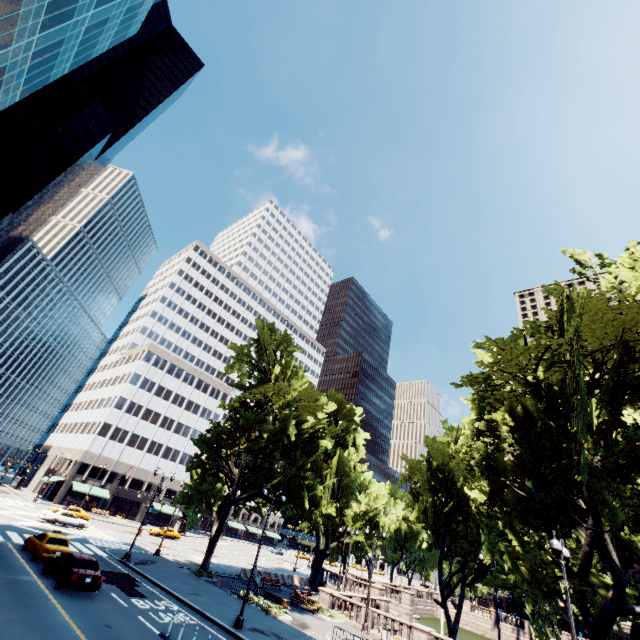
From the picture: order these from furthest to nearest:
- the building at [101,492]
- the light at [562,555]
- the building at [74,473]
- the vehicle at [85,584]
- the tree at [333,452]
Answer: the building at [101,492]
the building at [74,473]
the tree at [333,452]
the vehicle at [85,584]
the light at [562,555]

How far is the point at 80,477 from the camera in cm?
5894

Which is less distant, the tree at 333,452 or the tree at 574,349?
the tree at 574,349

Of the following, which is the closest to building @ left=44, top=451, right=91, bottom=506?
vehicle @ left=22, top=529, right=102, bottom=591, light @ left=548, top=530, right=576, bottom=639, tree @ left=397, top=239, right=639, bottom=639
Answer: tree @ left=397, top=239, right=639, bottom=639

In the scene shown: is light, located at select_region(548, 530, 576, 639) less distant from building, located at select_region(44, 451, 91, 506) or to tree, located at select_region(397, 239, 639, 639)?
tree, located at select_region(397, 239, 639, 639)

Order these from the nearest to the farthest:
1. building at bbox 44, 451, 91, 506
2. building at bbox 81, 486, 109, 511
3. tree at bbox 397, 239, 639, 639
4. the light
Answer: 1. the light
2. tree at bbox 397, 239, 639, 639
3. building at bbox 44, 451, 91, 506
4. building at bbox 81, 486, 109, 511

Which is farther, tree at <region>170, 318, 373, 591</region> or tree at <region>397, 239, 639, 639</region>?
tree at <region>170, 318, 373, 591</region>
